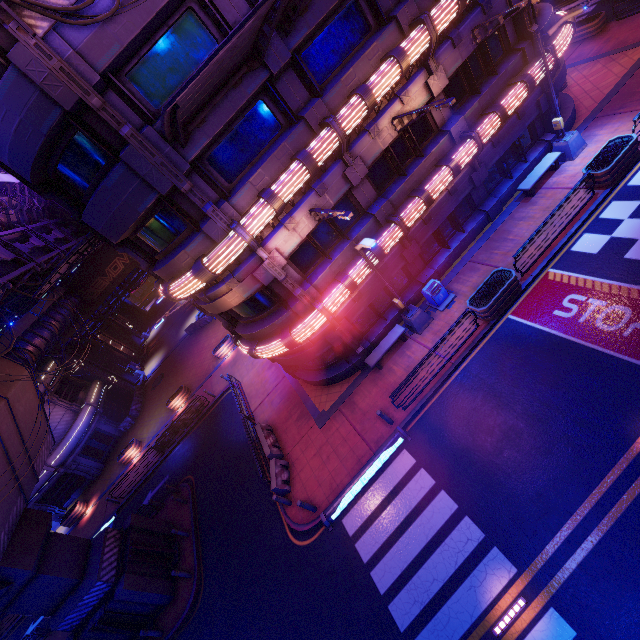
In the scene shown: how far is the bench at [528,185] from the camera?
15.6m

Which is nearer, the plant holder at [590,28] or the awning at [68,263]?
the awning at [68,263]

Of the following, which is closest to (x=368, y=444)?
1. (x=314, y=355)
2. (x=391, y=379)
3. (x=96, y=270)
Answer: (x=391, y=379)

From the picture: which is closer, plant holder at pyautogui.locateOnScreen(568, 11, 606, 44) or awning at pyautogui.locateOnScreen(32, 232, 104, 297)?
awning at pyautogui.locateOnScreen(32, 232, 104, 297)

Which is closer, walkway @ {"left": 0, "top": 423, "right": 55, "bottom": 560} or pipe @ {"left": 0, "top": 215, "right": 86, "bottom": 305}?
walkway @ {"left": 0, "top": 423, "right": 55, "bottom": 560}

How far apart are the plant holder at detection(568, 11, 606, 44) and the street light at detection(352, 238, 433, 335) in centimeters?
2260cm

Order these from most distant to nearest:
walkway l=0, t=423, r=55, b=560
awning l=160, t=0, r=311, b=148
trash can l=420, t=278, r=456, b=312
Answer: trash can l=420, t=278, r=456, b=312 → walkway l=0, t=423, r=55, b=560 → awning l=160, t=0, r=311, b=148

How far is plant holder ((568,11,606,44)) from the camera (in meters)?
20.50
